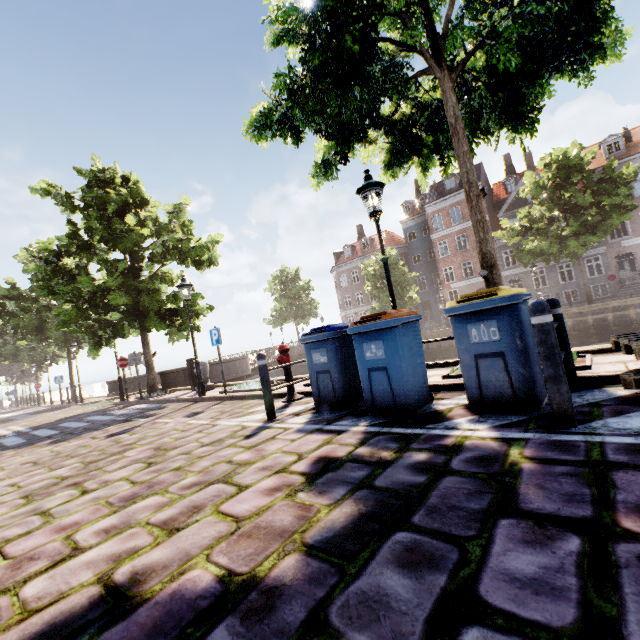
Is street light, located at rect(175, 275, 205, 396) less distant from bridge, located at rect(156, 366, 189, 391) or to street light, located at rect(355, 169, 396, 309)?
bridge, located at rect(156, 366, 189, 391)

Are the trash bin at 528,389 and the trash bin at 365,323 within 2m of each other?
yes

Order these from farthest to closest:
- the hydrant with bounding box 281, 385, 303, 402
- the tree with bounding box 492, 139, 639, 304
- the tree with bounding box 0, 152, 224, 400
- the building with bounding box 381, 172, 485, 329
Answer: →
the building with bounding box 381, 172, 485, 329
the tree with bounding box 492, 139, 639, 304
the tree with bounding box 0, 152, 224, 400
the hydrant with bounding box 281, 385, 303, 402

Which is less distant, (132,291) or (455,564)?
(455,564)

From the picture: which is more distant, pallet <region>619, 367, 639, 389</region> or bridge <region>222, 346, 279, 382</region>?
bridge <region>222, 346, 279, 382</region>

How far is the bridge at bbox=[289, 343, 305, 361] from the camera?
23.7 meters

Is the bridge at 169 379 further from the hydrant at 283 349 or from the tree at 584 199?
the hydrant at 283 349
